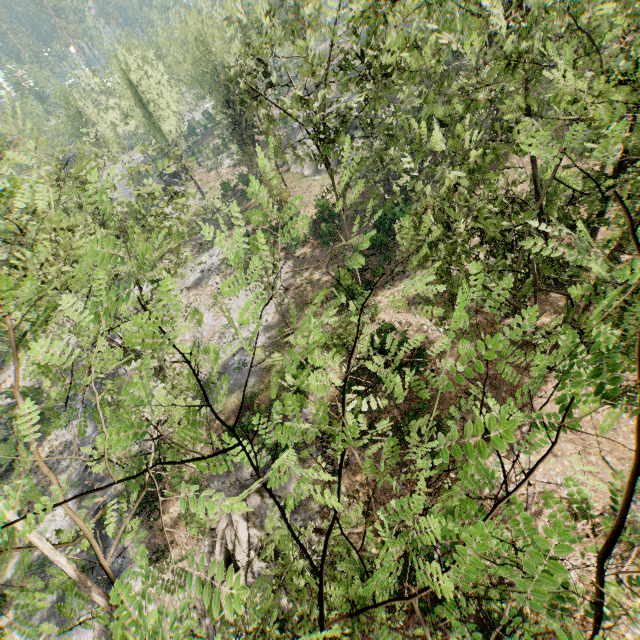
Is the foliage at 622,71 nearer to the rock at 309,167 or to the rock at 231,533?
the rock at 309,167

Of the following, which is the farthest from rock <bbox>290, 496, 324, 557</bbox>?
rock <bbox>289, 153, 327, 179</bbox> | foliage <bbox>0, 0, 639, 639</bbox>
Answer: rock <bbox>289, 153, 327, 179</bbox>

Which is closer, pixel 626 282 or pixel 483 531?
pixel 483 531

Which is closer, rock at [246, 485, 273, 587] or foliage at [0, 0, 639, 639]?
foliage at [0, 0, 639, 639]

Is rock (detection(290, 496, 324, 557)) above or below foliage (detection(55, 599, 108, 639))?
below

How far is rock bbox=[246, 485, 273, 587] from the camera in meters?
14.9

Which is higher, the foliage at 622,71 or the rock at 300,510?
the foliage at 622,71
